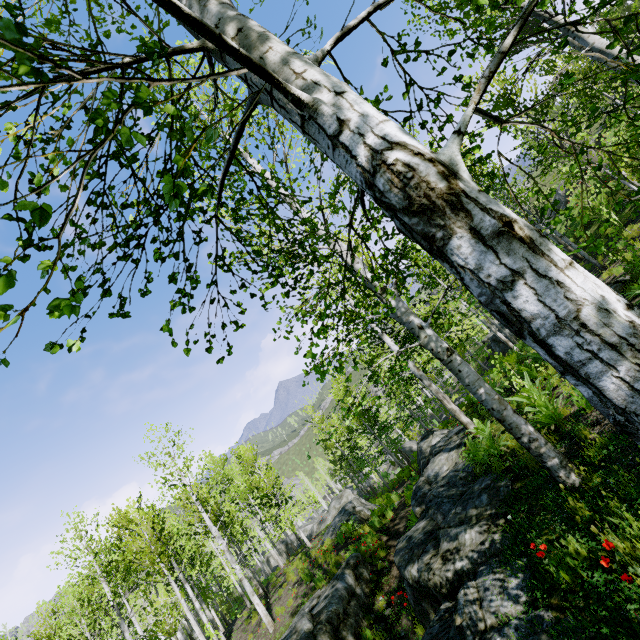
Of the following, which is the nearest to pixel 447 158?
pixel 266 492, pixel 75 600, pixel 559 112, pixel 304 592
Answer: pixel 559 112

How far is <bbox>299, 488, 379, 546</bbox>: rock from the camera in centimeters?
1559cm

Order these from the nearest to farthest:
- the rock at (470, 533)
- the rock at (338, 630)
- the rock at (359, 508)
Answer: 1. the rock at (470, 533)
2. the rock at (338, 630)
3. the rock at (359, 508)

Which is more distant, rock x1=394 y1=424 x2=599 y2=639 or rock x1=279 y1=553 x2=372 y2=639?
rock x1=279 y1=553 x2=372 y2=639

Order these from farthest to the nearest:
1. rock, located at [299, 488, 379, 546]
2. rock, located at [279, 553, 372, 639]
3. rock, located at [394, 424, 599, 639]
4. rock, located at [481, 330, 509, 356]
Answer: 1. rock, located at [481, 330, 509, 356]
2. rock, located at [299, 488, 379, 546]
3. rock, located at [279, 553, 372, 639]
4. rock, located at [394, 424, 599, 639]

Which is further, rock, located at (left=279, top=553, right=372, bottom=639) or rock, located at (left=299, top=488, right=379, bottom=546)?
rock, located at (left=299, top=488, right=379, bottom=546)

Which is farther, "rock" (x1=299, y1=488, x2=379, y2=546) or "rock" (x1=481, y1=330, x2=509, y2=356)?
"rock" (x1=481, y1=330, x2=509, y2=356)

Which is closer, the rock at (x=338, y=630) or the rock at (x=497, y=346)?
the rock at (x=338, y=630)
